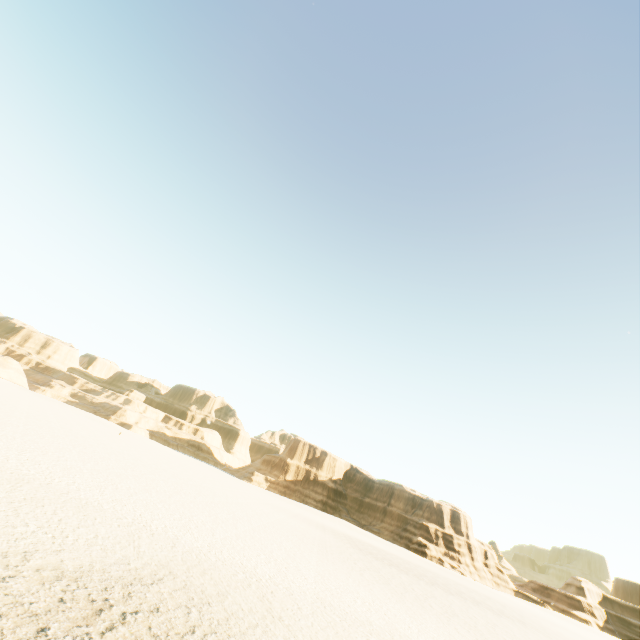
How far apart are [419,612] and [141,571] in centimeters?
1300cm
